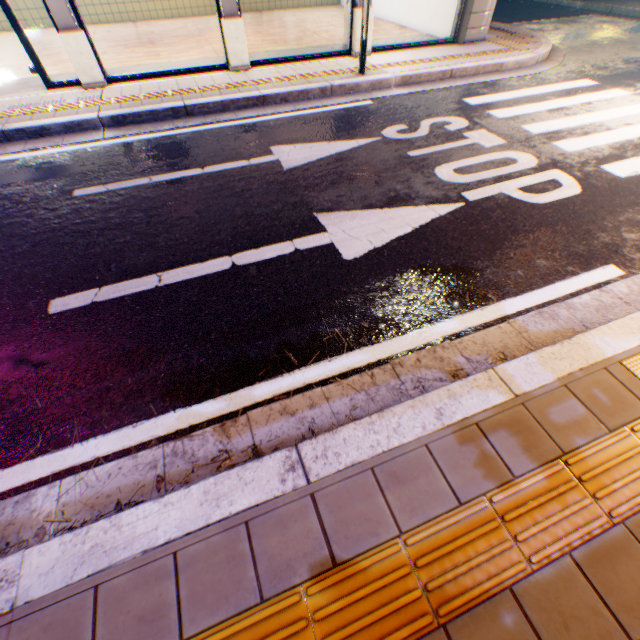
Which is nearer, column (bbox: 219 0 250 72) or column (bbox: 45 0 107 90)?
column (bbox: 45 0 107 90)

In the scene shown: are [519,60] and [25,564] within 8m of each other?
no

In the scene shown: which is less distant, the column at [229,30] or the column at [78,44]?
the column at [78,44]
